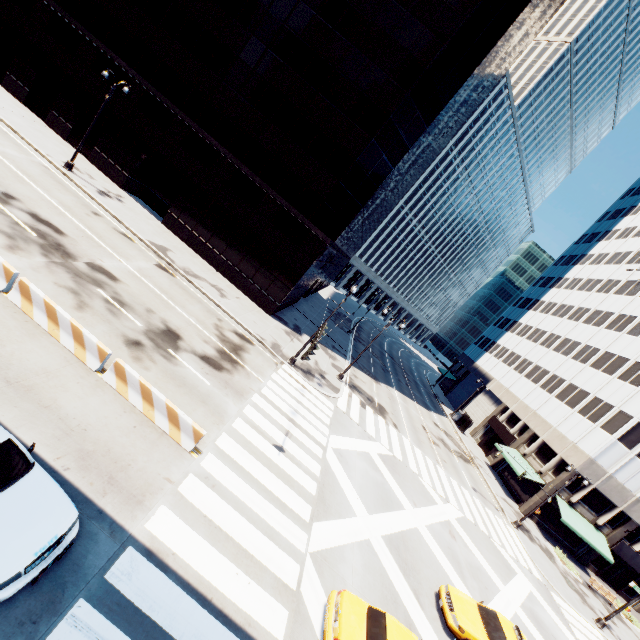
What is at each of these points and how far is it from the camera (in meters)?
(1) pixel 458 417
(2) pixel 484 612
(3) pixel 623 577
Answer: (1) bus stop, 48.88
(2) vehicle, 13.41
(3) door, 33.91

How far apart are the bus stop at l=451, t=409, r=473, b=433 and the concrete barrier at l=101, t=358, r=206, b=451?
Result: 44.8 meters

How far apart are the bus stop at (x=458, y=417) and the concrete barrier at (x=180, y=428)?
44.85m

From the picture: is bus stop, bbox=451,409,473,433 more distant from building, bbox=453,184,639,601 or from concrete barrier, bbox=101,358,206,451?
concrete barrier, bbox=101,358,206,451

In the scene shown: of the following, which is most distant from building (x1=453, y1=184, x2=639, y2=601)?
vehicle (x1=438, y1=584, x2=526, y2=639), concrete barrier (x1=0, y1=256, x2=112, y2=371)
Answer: concrete barrier (x1=0, y1=256, x2=112, y2=371)

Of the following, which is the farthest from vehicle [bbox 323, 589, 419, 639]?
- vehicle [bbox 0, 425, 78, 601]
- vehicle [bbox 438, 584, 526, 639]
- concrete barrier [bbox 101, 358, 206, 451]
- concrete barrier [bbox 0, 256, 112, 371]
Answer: concrete barrier [bbox 0, 256, 112, 371]

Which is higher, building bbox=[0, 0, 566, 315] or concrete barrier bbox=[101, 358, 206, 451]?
building bbox=[0, 0, 566, 315]

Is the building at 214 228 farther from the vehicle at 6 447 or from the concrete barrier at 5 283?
the vehicle at 6 447
